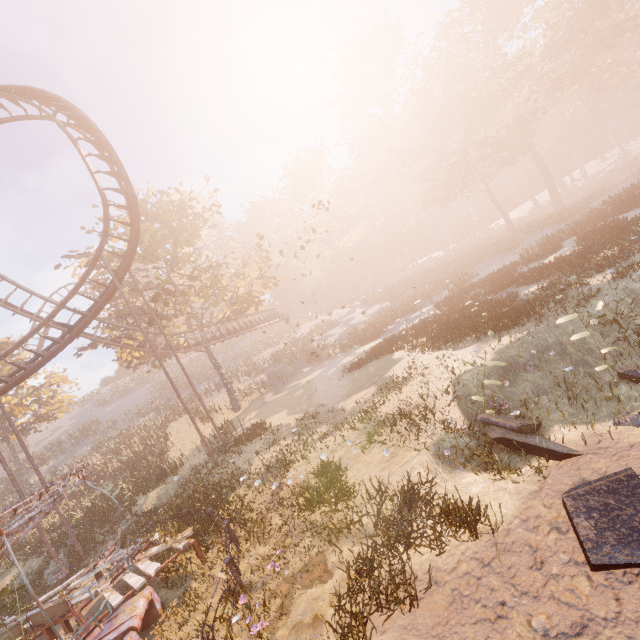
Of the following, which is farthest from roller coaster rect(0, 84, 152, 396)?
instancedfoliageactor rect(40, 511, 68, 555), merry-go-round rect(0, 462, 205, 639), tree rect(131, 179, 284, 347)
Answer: merry-go-round rect(0, 462, 205, 639)

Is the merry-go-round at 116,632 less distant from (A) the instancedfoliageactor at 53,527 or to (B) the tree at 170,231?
(A) the instancedfoliageactor at 53,527

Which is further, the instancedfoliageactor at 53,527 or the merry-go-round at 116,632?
the instancedfoliageactor at 53,527

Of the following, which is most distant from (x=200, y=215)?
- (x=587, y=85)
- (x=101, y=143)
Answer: (x=587, y=85)

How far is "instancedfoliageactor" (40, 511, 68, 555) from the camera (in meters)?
17.01

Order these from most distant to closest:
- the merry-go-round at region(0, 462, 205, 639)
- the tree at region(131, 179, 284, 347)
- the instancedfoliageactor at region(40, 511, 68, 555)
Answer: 1. the tree at region(131, 179, 284, 347)
2. the instancedfoliageactor at region(40, 511, 68, 555)
3. the merry-go-round at region(0, 462, 205, 639)

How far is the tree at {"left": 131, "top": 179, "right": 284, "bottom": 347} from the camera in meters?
24.1

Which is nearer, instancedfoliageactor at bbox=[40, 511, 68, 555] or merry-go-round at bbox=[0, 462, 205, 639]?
merry-go-round at bbox=[0, 462, 205, 639]
